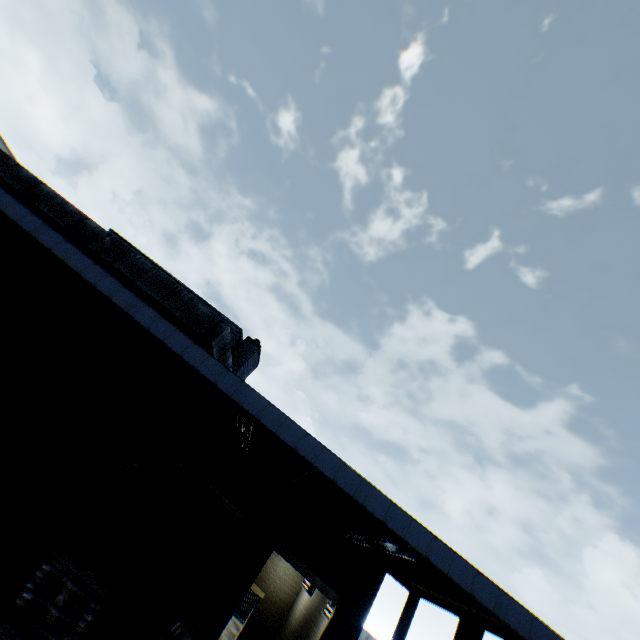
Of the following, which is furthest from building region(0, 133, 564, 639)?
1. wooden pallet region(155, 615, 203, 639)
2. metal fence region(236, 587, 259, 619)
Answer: metal fence region(236, 587, 259, 619)

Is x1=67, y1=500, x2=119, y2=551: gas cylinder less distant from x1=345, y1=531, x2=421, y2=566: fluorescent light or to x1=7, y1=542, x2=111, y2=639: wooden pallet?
x1=7, y1=542, x2=111, y2=639: wooden pallet

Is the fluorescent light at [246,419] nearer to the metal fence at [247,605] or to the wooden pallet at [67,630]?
the wooden pallet at [67,630]

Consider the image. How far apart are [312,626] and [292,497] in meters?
8.1 m

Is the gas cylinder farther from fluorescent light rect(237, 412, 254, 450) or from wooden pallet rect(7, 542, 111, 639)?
fluorescent light rect(237, 412, 254, 450)

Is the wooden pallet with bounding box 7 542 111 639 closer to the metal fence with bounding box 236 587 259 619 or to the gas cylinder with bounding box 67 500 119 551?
the gas cylinder with bounding box 67 500 119 551

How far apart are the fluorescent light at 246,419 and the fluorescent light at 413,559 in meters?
3.7

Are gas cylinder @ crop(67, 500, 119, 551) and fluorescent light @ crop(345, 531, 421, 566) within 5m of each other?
no
